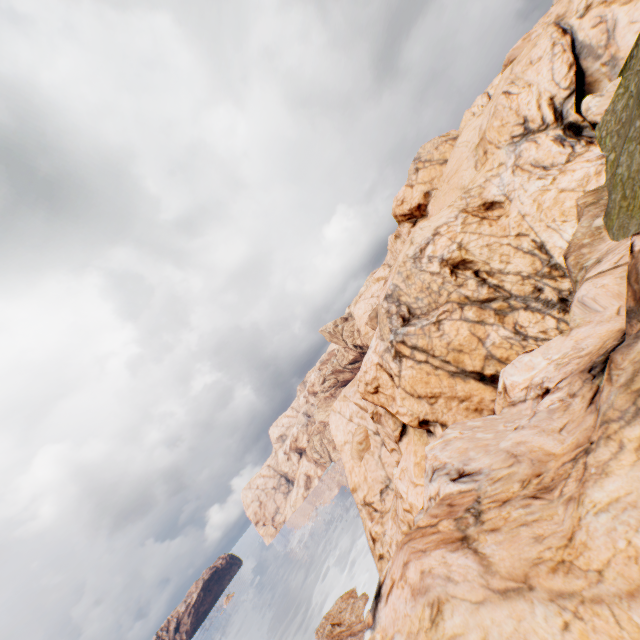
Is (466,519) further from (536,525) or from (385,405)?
(385,405)
